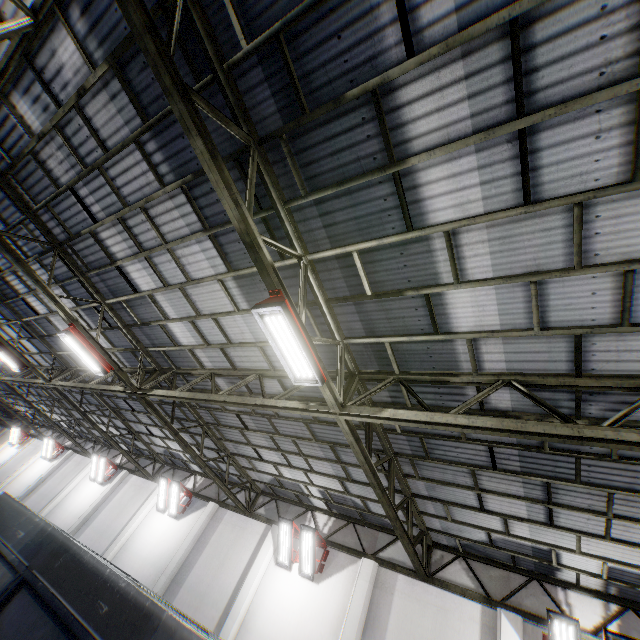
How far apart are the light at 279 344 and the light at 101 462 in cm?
2014

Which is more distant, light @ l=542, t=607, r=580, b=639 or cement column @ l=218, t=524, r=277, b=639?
cement column @ l=218, t=524, r=277, b=639

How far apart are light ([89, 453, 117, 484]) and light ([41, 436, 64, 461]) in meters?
7.4 m

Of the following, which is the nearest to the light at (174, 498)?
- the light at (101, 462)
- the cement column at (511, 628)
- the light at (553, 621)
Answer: the light at (101, 462)

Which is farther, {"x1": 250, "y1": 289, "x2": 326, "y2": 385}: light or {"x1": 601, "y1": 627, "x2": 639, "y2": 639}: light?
{"x1": 601, "y1": 627, "x2": 639, "y2": 639}: light

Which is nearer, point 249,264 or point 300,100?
point 300,100

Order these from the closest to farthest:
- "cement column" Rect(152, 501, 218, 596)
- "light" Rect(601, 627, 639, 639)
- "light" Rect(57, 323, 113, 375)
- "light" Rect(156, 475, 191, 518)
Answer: "light" Rect(601, 627, 639, 639) < "light" Rect(57, 323, 113, 375) < "cement column" Rect(152, 501, 218, 596) < "light" Rect(156, 475, 191, 518)

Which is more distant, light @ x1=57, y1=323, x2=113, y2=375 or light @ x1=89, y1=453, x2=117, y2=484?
light @ x1=89, y1=453, x2=117, y2=484
